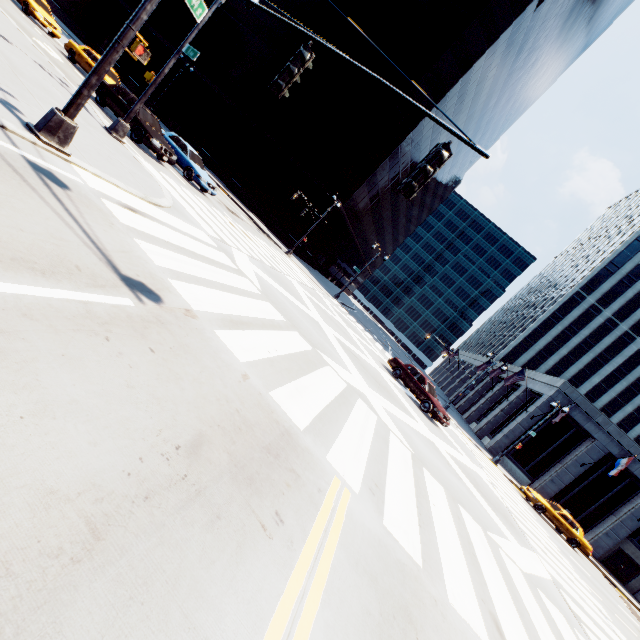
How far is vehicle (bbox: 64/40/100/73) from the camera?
19.33m

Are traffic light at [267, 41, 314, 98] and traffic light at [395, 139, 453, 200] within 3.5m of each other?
yes

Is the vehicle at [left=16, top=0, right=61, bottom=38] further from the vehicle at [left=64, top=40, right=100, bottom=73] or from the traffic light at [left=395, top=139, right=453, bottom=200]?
the traffic light at [left=395, top=139, right=453, bottom=200]

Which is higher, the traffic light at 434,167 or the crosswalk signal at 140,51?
the traffic light at 434,167

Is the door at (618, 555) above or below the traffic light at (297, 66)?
below

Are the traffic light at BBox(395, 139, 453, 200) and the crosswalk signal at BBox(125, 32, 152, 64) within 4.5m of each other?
no

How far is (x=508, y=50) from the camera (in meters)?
41.50

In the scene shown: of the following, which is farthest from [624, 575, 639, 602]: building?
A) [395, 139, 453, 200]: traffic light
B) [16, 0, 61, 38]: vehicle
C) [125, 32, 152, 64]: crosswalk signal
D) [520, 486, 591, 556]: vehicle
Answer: [16, 0, 61, 38]: vehicle
